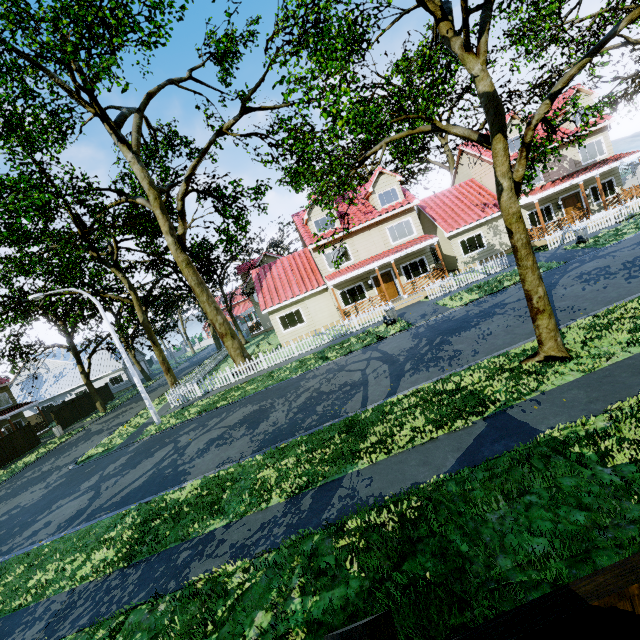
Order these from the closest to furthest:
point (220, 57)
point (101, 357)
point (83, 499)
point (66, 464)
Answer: point (83, 499) < point (66, 464) < point (220, 57) < point (101, 357)

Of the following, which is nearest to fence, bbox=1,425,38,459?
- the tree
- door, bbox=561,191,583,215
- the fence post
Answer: the fence post

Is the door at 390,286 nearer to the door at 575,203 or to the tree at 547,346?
the tree at 547,346

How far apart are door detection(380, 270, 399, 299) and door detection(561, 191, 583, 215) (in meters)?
Result: 13.52

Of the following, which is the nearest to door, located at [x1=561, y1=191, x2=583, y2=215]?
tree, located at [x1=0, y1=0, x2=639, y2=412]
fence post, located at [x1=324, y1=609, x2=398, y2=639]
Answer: tree, located at [x1=0, y1=0, x2=639, y2=412]

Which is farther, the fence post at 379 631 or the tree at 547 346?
the tree at 547 346

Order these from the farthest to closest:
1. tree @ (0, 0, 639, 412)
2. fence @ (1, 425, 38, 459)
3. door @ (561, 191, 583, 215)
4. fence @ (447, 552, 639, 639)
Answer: fence @ (1, 425, 38, 459)
door @ (561, 191, 583, 215)
tree @ (0, 0, 639, 412)
fence @ (447, 552, 639, 639)

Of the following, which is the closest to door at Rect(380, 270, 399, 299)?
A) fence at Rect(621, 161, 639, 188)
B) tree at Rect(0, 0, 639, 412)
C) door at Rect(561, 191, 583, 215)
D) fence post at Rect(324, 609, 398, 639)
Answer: fence at Rect(621, 161, 639, 188)
